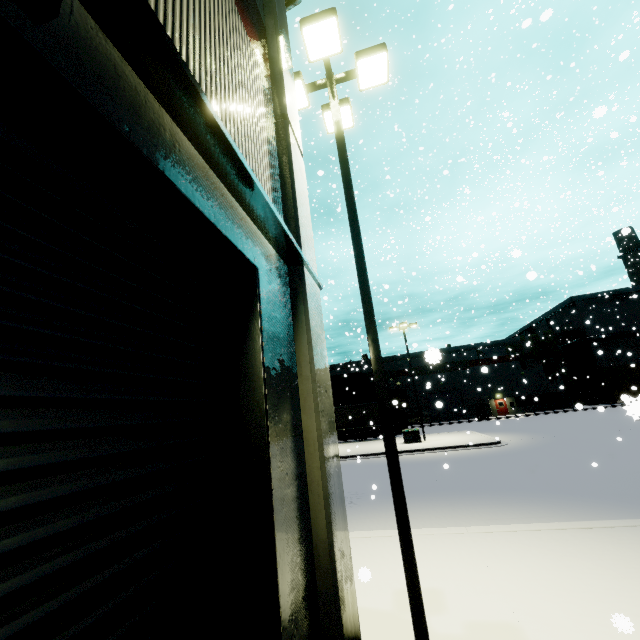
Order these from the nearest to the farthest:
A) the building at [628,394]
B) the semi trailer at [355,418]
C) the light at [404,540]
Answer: the light at [404,540] → the semi trailer at [355,418] → the building at [628,394]

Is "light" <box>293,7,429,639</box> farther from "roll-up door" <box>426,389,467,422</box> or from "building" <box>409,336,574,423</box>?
"roll-up door" <box>426,389,467,422</box>

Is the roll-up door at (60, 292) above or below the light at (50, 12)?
below

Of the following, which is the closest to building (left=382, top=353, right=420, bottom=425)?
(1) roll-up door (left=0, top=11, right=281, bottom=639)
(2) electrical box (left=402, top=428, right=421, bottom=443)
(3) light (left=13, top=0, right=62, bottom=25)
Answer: (1) roll-up door (left=0, top=11, right=281, bottom=639)

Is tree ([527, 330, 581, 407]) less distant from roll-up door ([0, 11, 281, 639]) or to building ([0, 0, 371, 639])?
building ([0, 0, 371, 639])

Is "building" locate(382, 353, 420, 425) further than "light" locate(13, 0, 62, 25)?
Yes

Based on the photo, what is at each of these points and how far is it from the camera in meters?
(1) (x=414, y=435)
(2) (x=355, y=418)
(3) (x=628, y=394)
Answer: (1) electrical box, 25.9
(2) semi trailer, 36.0
(3) building, 43.7

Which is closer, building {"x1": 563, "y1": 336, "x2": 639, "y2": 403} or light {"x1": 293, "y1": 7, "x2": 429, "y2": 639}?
light {"x1": 293, "y1": 7, "x2": 429, "y2": 639}
